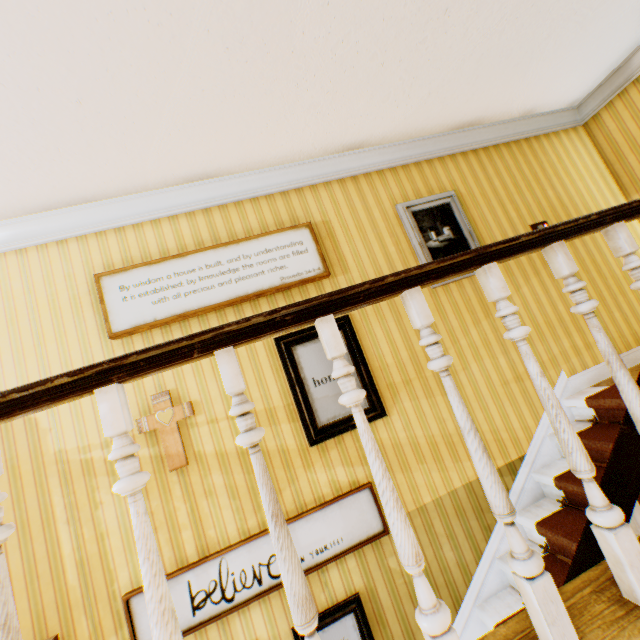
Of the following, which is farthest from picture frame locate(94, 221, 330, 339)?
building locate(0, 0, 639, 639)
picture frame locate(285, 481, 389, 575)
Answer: picture frame locate(285, 481, 389, 575)

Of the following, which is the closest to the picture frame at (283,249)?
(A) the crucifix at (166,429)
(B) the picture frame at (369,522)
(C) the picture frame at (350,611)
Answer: (A) the crucifix at (166,429)

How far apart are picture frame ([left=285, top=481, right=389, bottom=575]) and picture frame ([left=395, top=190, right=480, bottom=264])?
2.0m

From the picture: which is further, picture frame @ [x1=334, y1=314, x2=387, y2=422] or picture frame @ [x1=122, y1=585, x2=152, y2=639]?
picture frame @ [x1=334, y1=314, x2=387, y2=422]

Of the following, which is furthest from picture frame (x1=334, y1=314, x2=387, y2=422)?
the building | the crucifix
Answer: the crucifix

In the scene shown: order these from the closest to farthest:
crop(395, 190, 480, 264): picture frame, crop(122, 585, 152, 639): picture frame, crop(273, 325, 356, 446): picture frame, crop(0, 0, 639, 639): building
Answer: crop(0, 0, 639, 639): building < crop(122, 585, 152, 639): picture frame < crop(273, 325, 356, 446): picture frame < crop(395, 190, 480, 264): picture frame

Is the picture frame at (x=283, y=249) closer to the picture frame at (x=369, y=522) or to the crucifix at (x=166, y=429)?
the crucifix at (x=166, y=429)

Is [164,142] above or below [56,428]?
above
